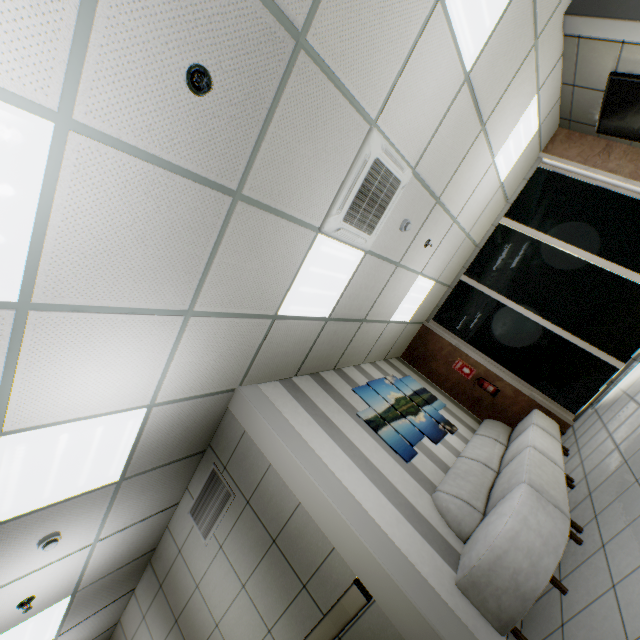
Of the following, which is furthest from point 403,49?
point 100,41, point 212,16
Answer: point 100,41

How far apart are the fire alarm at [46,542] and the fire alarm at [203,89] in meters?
3.9

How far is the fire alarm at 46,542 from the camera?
2.89m

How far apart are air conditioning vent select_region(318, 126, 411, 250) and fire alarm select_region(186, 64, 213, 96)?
1.4 meters

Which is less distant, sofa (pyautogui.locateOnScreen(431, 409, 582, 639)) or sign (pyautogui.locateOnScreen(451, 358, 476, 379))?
sofa (pyautogui.locateOnScreen(431, 409, 582, 639))

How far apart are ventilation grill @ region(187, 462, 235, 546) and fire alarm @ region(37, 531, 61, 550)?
1.4m

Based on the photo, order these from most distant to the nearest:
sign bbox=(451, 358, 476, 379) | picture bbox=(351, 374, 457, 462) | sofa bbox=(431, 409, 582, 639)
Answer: sign bbox=(451, 358, 476, 379) < picture bbox=(351, 374, 457, 462) < sofa bbox=(431, 409, 582, 639)

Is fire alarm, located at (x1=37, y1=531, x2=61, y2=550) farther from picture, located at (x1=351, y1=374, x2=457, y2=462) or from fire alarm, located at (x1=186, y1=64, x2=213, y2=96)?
fire alarm, located at (x1=186, y1=64, x2=213, y2=96)
